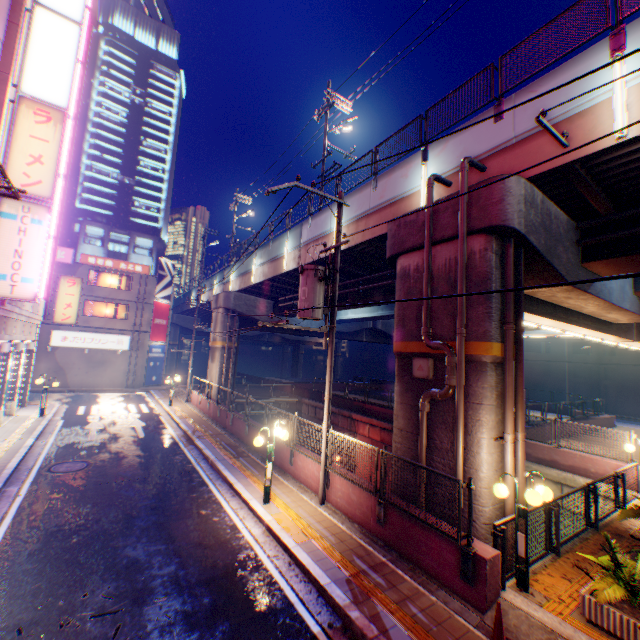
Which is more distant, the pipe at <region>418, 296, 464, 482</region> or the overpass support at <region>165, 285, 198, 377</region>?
the overpass support at <region>165, 285, 198, 377</region>

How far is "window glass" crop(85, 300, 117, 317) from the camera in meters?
31.2

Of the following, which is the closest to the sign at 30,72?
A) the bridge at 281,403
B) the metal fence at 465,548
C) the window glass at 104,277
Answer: the metal fence at 465,548

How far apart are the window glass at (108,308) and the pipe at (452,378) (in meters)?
32.89

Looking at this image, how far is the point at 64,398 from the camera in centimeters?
2530cm

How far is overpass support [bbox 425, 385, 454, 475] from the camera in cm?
831

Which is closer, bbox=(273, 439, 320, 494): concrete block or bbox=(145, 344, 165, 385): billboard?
bbox=(273, 439, 320, 494): concrete block

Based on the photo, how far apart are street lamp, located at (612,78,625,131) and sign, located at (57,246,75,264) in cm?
3742
